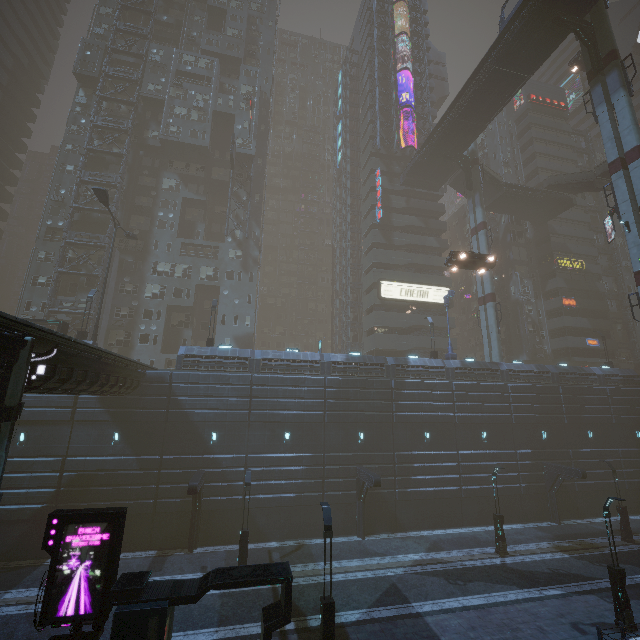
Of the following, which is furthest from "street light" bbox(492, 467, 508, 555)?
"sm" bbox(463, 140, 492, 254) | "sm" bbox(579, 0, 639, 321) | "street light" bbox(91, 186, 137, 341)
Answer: "street light" bbox(91, 186, 137, 341)

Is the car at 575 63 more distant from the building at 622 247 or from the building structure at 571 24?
the building structure at 571 24

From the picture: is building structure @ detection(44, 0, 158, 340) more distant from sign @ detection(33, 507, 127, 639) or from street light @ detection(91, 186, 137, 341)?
sign @ detection(33, 507, 127, 639)

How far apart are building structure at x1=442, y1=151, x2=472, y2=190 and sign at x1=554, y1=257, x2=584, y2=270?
19.4 meters

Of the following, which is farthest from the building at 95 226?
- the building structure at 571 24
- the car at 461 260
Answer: the building structure at 571 24

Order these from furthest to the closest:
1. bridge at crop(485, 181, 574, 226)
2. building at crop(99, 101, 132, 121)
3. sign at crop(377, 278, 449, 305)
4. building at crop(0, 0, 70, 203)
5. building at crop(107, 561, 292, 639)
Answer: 1. building at crop(0, 0, 70, 203)
2. bridge at crop(485, 181, 574, 226)
3. sign at crop(377, 278, 449, 305)
4. building at crop(99, 101, 132, 121)
5. building at crop(107, 561, 292, 639)

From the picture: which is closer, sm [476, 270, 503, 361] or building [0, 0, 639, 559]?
building [0, 0, 639, 559]

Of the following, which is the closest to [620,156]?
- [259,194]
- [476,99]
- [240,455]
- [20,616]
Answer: [476,99]
